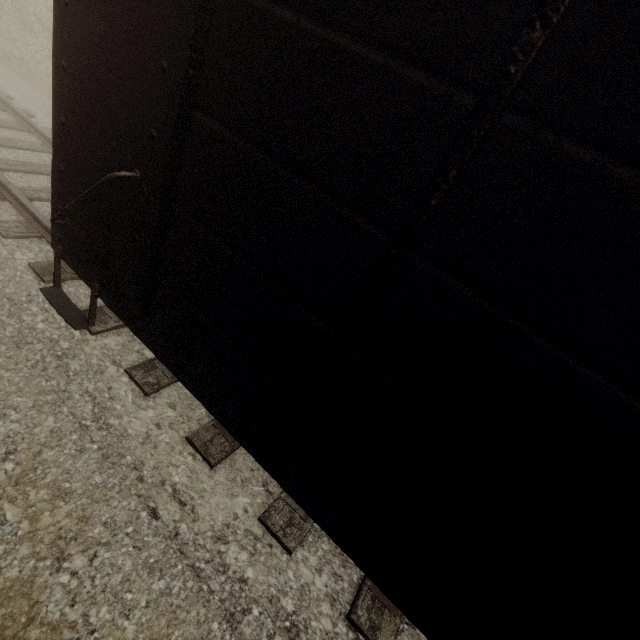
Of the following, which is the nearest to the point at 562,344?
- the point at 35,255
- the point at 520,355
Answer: the point at 520,355
